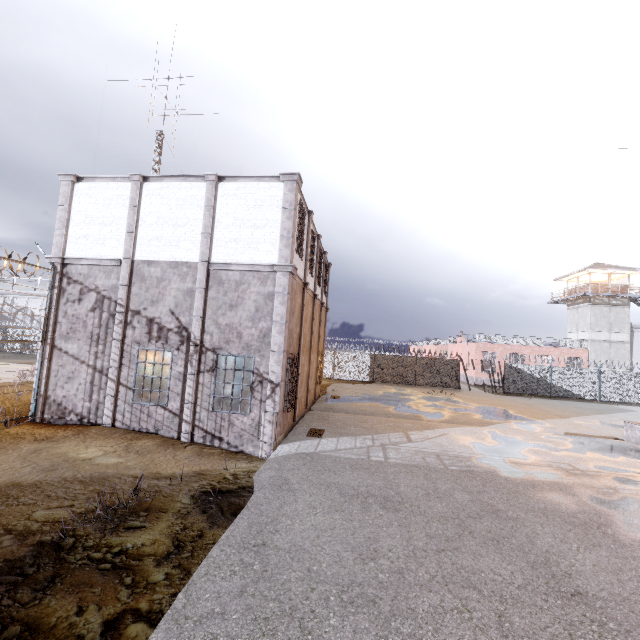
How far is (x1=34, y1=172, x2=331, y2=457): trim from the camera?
10.83m

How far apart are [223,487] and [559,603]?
6.2 meters

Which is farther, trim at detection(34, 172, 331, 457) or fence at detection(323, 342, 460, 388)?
fence at detection(323, 342, 460, 388)

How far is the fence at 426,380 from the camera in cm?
3059

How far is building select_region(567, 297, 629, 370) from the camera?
35.4m

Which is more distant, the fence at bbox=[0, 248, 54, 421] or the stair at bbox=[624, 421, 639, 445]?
the stair at bbox=[624, 421, 639, 445]

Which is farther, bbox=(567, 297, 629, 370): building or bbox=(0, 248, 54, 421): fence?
bbox=(567, 297, 629, 370): building

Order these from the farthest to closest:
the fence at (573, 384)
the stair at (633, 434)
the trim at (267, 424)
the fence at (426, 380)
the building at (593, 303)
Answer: the building at (593, 303) < the fence at (426, 380) < the fence at (573, 384) < the stair at (633, 434) < the trim at (267, 424)
